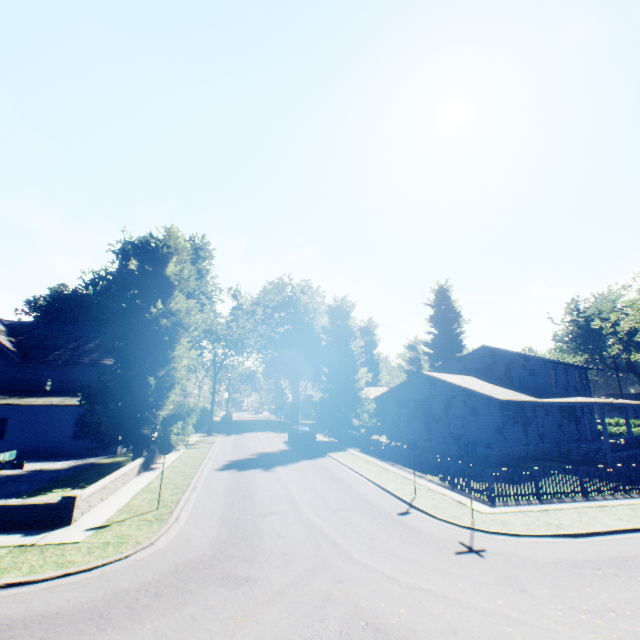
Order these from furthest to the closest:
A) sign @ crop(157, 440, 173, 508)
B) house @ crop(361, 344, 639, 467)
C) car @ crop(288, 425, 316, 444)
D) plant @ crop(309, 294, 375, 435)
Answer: plant @ crop(309, 294, 375, 435)
car @ crop(288, 425, 316, 444)
house @ crop(361, 344, 639, 467)
sign @ crop(157, 440, 173, 508)

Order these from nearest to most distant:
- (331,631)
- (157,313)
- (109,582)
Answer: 1. (331,631)
2. (109,582)
3. (157,313)

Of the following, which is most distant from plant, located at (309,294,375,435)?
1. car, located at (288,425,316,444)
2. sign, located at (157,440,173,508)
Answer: sign, located at (157,440,173,508)

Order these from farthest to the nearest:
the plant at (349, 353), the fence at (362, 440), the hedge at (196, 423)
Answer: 1. the hedge at (196, 423)
2. the plant at (349, 353)
3. the fence at (362, 440)

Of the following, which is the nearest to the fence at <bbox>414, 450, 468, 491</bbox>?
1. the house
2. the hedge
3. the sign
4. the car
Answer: the house

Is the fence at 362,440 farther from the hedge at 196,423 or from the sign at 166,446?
the hedge at 196,423

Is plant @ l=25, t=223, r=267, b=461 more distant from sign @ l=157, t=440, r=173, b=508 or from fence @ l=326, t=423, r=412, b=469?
sign @ l=157, t=440, r=173, b=508

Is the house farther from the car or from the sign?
the sign
